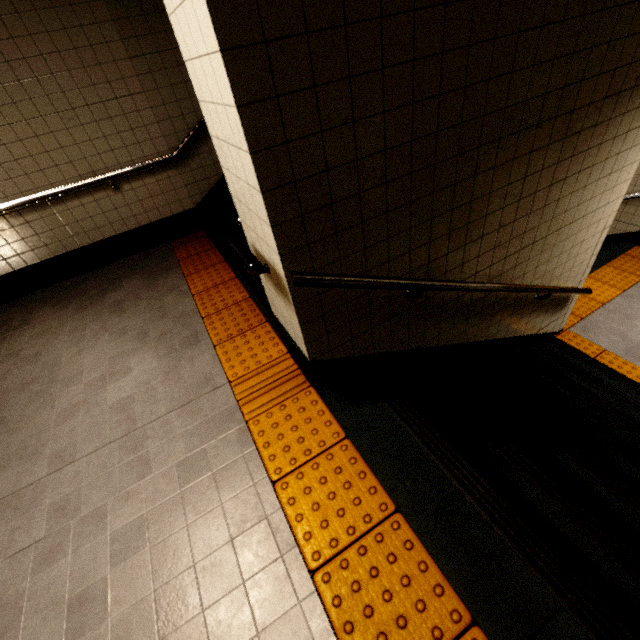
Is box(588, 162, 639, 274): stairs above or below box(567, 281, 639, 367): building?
above

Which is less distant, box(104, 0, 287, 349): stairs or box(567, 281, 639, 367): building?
box(104, 0, 287, 349): stairs

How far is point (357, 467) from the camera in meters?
1.7

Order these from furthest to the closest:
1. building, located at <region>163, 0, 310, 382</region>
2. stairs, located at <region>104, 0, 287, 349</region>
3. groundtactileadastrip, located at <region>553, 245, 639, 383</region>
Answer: groundtactileadastrip, located at <region>553, 245, 639, 383</region> < stairs, located at <region>104, 0, 287, 349</region> < building, located at <region>163, 0, 310, 382</region>

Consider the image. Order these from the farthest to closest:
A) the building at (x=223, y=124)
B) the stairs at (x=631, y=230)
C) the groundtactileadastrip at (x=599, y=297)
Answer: the stairs at (x=631, y=230), the groundtactileadastrip at (x=599, y=297), the building at (x=223, y=124)

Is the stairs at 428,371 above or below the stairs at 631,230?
above

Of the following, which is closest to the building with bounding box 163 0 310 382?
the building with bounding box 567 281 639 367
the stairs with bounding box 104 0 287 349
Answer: the stairs with bounding box 104 0 287 349

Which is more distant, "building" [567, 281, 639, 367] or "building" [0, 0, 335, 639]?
"building" [567, 281, 639, 367]
